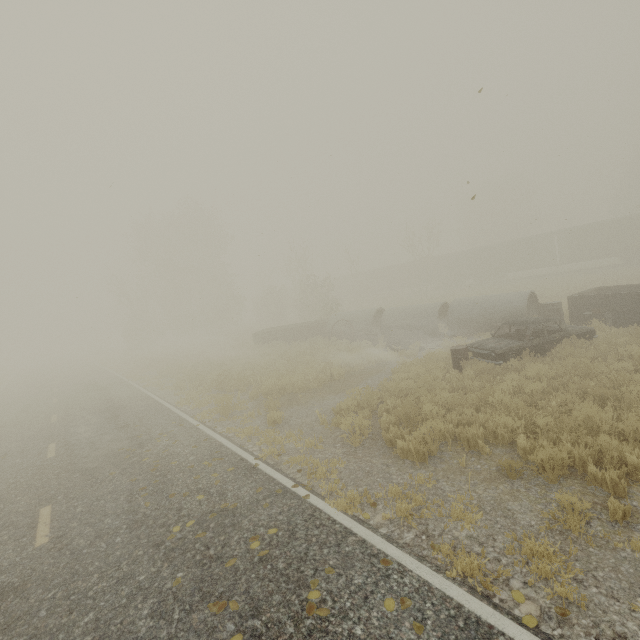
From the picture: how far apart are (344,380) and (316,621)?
9.9m

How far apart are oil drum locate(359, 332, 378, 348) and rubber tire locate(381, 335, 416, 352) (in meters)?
0.98

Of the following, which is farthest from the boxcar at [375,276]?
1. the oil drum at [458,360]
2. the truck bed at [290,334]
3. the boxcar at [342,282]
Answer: the oil drum at [458,360]

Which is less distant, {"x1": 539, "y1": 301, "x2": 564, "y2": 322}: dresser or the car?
the car

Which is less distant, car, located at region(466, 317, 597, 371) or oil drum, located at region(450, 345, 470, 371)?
car, located at region(466, 317, 597, 371)

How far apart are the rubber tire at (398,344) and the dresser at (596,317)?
5.35m

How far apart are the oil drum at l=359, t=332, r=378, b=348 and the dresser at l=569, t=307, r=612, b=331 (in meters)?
7.68

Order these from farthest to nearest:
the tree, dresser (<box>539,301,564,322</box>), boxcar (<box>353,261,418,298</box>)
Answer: the tree → boxcar (<box>353,261,418,298</box>) → dresser (<box>539,301,564,322</box>)
